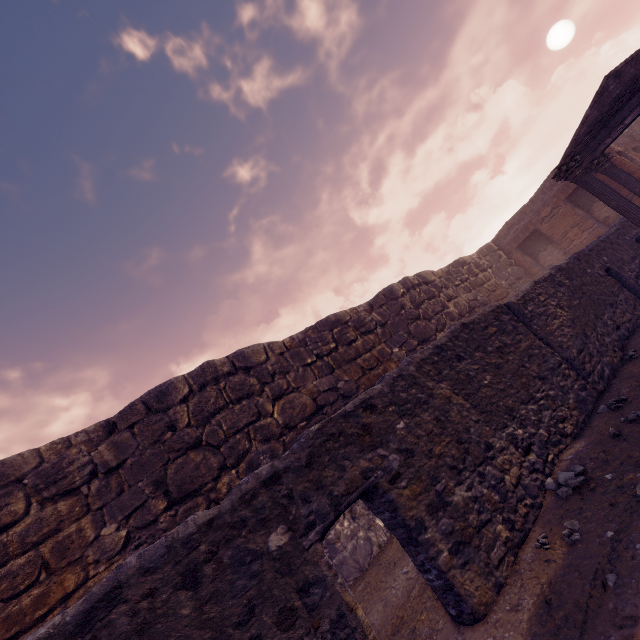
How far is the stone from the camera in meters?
3.1

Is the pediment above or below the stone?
above

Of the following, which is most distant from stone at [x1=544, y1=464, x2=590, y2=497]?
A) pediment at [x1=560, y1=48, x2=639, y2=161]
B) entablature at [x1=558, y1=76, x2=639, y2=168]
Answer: pediment at [x1=560, y1=48, x2=639, y2=161]

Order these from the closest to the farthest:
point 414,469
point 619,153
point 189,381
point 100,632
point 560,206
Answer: point 100,632 < point 414,469 < point 189,381 < point 619,153 < point 560,206

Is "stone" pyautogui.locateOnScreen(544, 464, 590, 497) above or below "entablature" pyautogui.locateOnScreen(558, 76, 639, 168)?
below

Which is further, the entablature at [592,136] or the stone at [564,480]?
the entablature at [592,136]

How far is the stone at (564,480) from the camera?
3.12m

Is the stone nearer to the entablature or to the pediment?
the entablature
